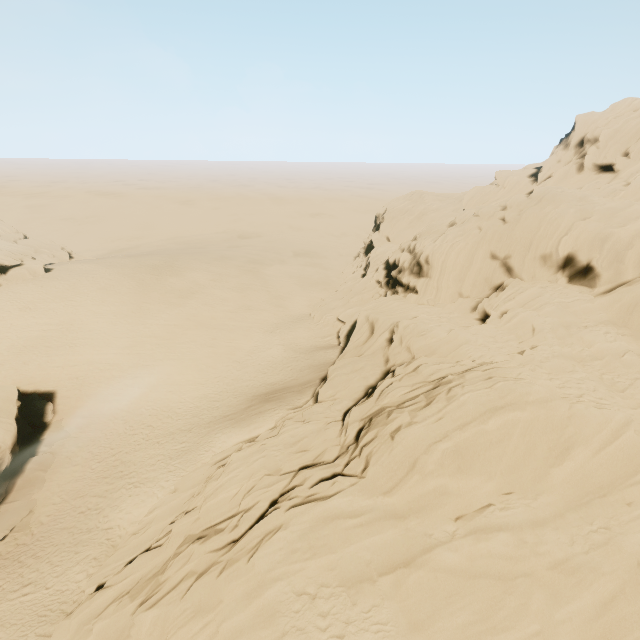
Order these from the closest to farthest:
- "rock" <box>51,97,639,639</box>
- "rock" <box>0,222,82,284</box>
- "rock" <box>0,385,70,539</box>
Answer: "rock" <box>51,97,639,639</box> → "rock" <box>0,385,70,539</box> → "rock" <box>0,222,82,284</box>

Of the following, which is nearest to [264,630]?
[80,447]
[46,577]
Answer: [46,577]

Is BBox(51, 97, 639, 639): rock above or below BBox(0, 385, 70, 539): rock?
above

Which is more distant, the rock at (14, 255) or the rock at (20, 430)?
the rock at (14, 255)

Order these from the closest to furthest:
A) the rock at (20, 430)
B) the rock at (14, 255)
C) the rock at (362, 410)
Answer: the rock at (362, 410)
the rock at (20, 430)
the rock at (14, 255)

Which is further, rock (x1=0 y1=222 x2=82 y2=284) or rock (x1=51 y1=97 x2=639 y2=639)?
rock (x1=0 y1=222 x2=82 y2=284)

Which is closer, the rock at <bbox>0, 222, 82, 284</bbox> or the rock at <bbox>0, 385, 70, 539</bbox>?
the rock at <bbox>0, 385, 70, 539</bbox>
